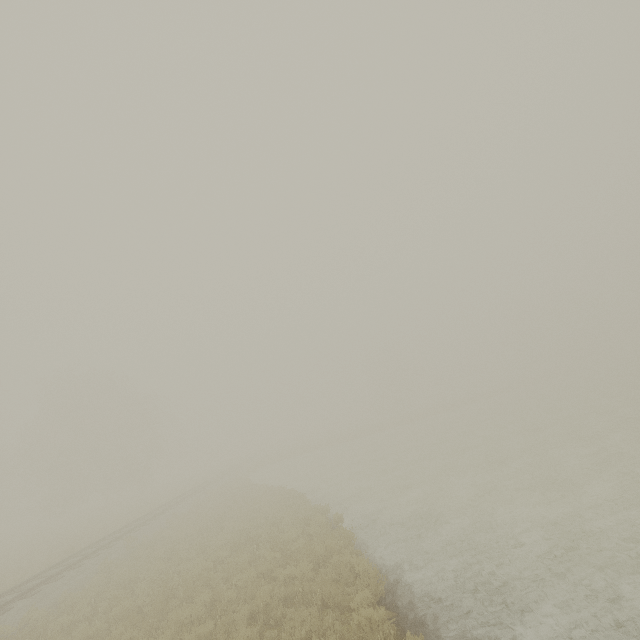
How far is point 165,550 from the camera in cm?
1459
